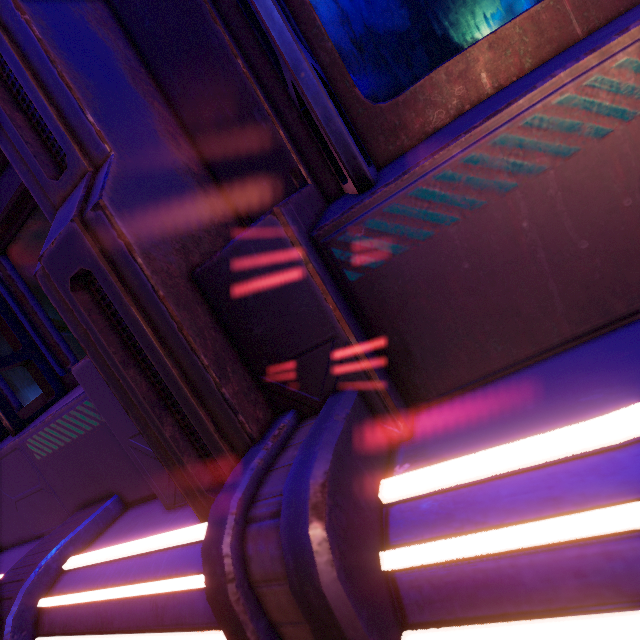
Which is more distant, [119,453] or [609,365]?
[119,453]
